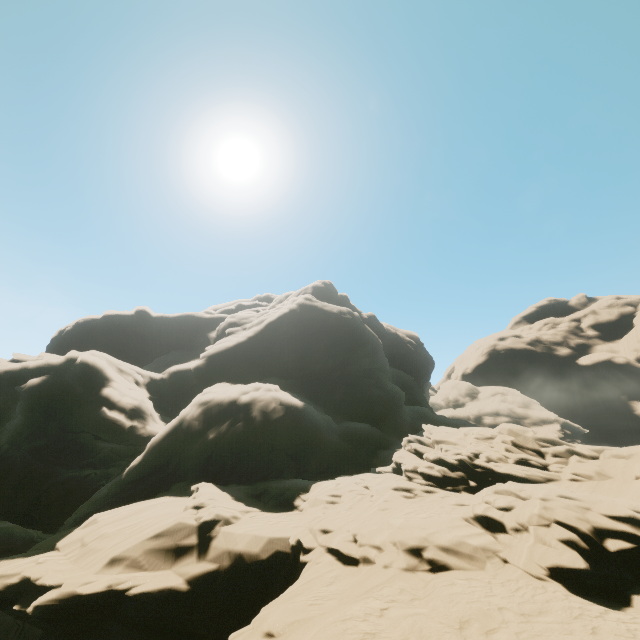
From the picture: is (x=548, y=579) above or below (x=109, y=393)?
below
